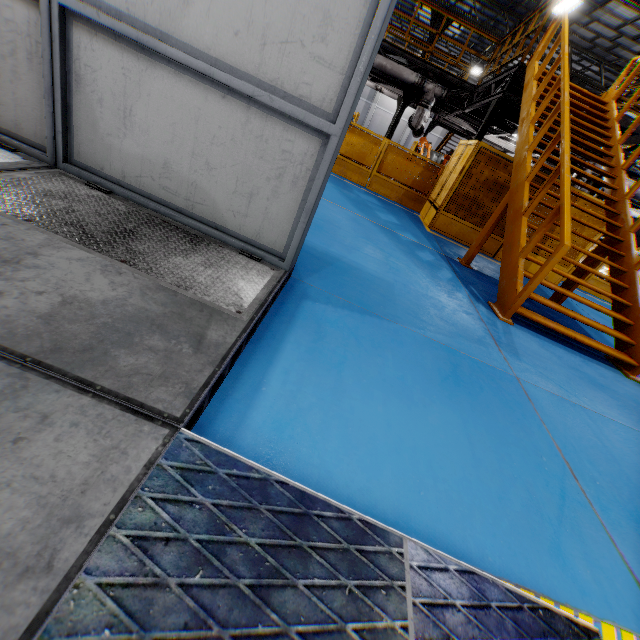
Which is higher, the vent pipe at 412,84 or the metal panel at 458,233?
the vent pipe at 412,84

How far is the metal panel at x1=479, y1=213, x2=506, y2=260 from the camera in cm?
852

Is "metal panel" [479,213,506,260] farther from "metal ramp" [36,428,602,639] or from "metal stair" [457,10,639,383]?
"metal ramp" [36,428,602,639]

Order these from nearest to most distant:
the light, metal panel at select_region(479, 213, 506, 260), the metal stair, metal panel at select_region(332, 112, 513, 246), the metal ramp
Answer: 1. the metal ramp
2. the metal stair
3. metal panel at select_region(332, 112, 513, 246)
4. metal panel at select_region(479, 213, 506, 260)
5. the light

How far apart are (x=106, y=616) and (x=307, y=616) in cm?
54

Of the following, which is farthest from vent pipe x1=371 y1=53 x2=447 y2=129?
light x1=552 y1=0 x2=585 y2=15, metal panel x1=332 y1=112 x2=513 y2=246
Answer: light x1=552 y1=0 x2=585 y2=15

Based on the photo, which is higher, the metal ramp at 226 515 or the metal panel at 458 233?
the metal panel at 458 233

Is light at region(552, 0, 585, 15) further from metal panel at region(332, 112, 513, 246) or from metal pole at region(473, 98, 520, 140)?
metal panel at region(332, 112, 513, 246)
